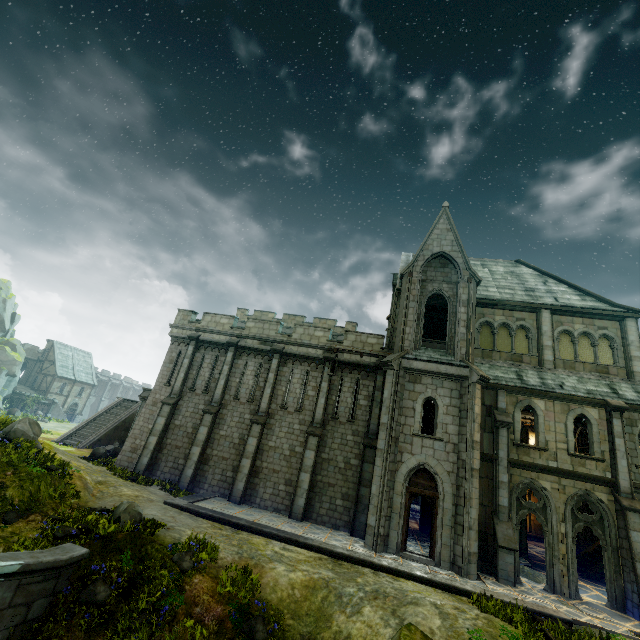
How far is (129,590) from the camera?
8.75m

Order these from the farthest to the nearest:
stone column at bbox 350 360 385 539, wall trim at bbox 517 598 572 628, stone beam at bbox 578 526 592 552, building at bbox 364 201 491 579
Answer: stone beam at bbox 578 526 592 552, stone column at bbox 350 360 385 539, building at bbox 364 201 491 579, wall trim at bbox 517 598 572 628

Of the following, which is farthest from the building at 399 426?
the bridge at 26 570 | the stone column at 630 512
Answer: the stone column at 630 512

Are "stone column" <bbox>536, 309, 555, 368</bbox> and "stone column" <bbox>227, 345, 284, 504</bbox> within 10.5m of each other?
no

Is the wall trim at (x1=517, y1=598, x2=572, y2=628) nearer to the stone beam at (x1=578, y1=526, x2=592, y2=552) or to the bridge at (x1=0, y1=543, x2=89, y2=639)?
the bridge at (x1=0, y1=543, x2=89, y2=639)

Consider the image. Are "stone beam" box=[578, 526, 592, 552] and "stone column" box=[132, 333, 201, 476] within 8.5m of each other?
no

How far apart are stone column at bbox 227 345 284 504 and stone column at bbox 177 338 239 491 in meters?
2.3 m

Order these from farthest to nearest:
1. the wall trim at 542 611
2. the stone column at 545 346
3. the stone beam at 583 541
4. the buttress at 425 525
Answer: the stone beam at 583 541, the buttress at 425 525, the stone column at 545 346, the wall trim at 542 611
